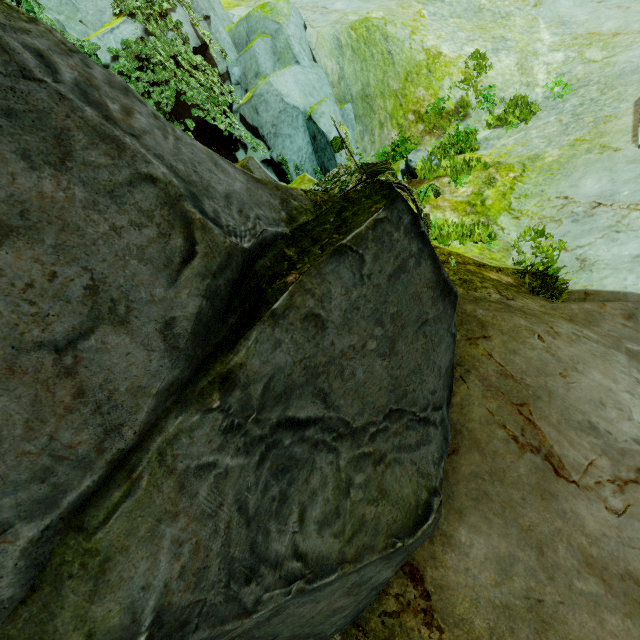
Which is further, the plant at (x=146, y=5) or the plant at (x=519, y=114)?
the plant at (x=519, y=114)

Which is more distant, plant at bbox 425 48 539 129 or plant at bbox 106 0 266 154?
plant at bbox 425 48 539 129

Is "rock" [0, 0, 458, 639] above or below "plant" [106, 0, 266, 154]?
below

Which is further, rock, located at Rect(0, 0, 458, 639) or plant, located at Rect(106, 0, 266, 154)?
plant, located at Rect(106, 0, 266, 154)

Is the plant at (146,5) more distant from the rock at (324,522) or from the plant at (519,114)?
the plant at (519,114)

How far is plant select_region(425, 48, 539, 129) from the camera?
9.7m

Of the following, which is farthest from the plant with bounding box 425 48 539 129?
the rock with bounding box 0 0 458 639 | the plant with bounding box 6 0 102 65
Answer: the plant with bounding box 6 0 102 65

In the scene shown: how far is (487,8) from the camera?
11.7m
